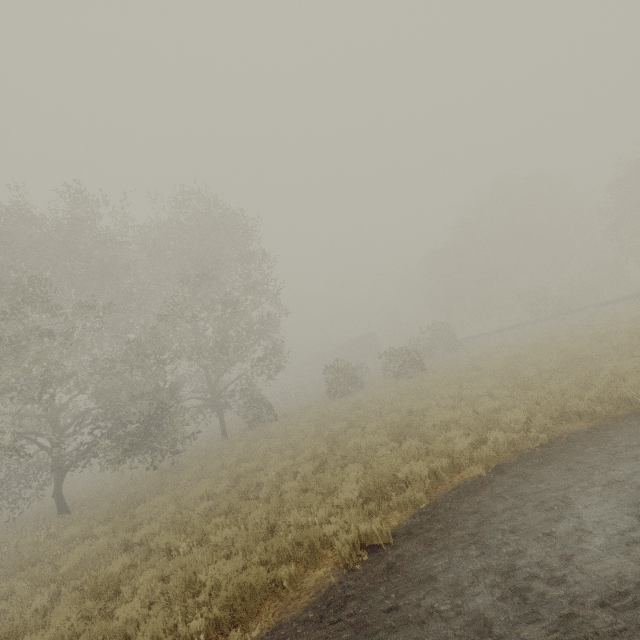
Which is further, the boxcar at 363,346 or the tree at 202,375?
the boxcar at 363,346

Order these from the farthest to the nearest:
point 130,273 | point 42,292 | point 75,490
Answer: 1. point 75,490
2. point 130,273
3. point 42,292

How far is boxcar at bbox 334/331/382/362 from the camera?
51.1 meters

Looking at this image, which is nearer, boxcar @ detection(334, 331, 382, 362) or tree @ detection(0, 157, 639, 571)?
tree @ detection(0, 157, 639, 571)

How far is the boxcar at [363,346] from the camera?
51.12m
